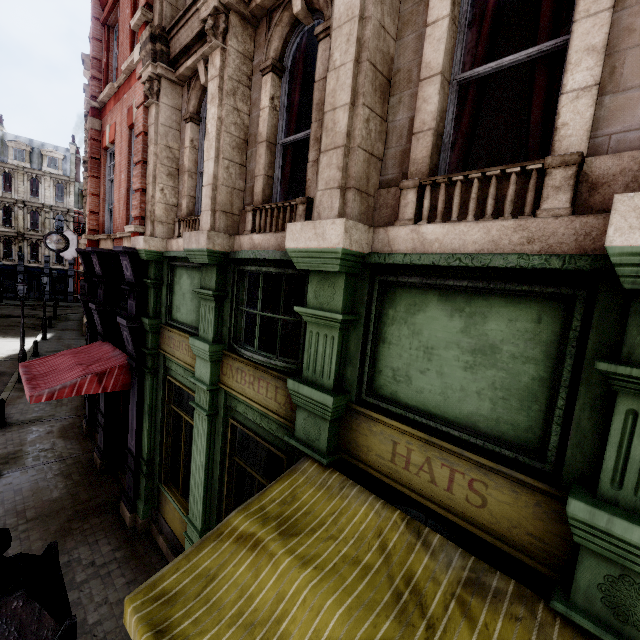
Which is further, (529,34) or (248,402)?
(248,402)

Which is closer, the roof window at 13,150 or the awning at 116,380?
the awning at 116,380

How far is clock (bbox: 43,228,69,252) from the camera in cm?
1559

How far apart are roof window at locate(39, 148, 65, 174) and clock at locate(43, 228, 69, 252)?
36.7m

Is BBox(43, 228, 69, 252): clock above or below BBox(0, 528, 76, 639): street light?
above

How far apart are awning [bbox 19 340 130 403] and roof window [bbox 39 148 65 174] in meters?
47.8

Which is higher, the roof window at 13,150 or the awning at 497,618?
the roof window at 13,150

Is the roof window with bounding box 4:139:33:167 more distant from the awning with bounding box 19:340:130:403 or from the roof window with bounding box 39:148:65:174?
the awning with bounding box 19:340:130:403
